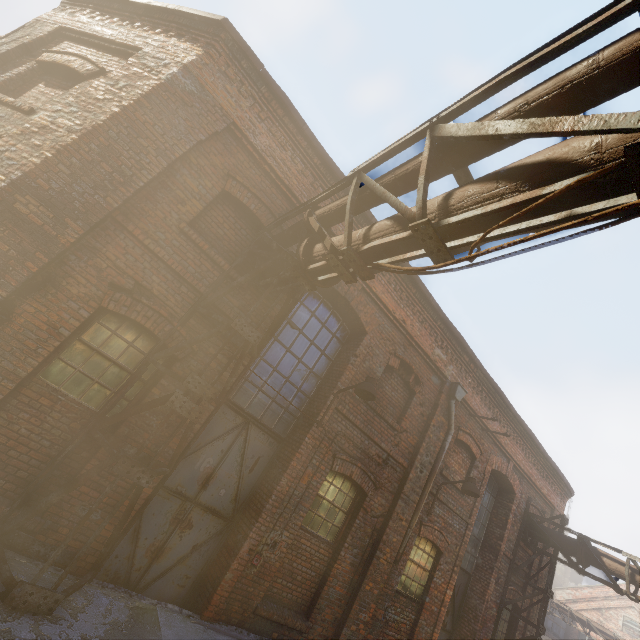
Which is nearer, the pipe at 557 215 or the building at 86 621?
the pipe at 557 215

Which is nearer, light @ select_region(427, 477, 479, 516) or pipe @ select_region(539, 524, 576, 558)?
light @ select_region(427, 477, 479, 516)

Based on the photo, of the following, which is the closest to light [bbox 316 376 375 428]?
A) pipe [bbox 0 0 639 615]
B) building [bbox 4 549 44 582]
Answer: pipe [bbox 0 0 639 615]

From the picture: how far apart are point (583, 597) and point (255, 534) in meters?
38.8 m

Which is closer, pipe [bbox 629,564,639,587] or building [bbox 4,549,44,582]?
building [bbox 4,549,44,582]

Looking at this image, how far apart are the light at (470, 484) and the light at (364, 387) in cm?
385

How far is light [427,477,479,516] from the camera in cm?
761

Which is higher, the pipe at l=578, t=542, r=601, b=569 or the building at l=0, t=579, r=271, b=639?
the pipe at l=578, t=542, r=601, b=569
